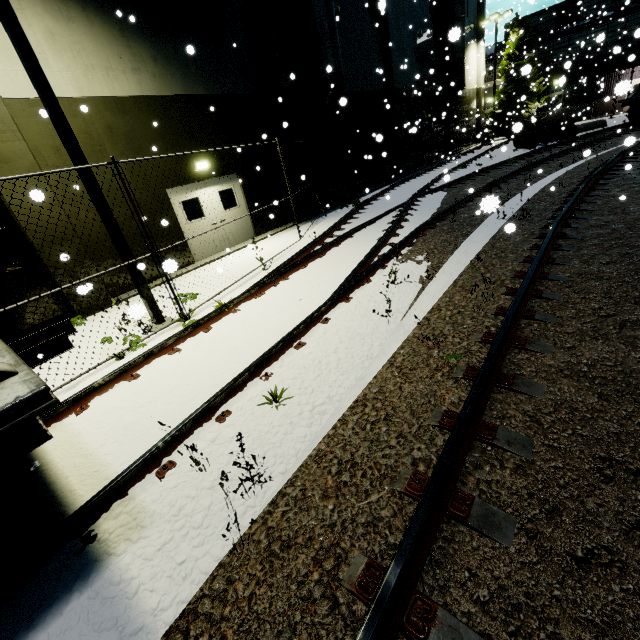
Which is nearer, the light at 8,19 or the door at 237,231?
the light at 8,19

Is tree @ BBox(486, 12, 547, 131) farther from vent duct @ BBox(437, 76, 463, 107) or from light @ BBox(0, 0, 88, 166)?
light @ BBox(0, 0, 88, 166)

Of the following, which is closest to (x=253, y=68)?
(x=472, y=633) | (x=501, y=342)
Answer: (x=501, y=342)

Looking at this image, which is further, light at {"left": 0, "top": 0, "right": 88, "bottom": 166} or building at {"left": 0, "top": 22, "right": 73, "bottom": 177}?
building at {"left": 0, "top": 22, "right": 73, "bottom": 177}

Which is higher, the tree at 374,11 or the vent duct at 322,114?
the tree at 374,11

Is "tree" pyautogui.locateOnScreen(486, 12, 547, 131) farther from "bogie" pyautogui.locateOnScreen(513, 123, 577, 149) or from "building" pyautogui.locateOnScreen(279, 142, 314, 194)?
"bogie" pyautogui.locateOnScreen(513, 123, 577, 149)

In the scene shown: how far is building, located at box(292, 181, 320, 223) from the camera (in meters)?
14.58

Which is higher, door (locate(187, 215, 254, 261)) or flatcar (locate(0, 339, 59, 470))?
flatcar (locate(0, 339, 59, 470))
